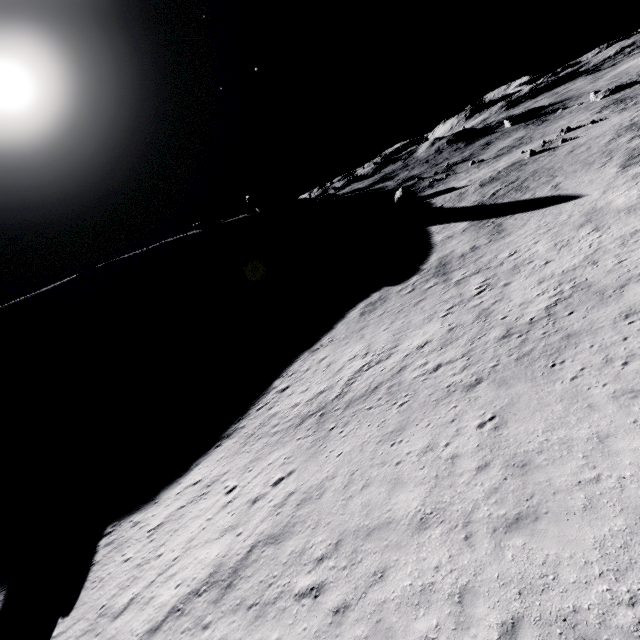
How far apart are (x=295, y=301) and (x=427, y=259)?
19.7 meters
